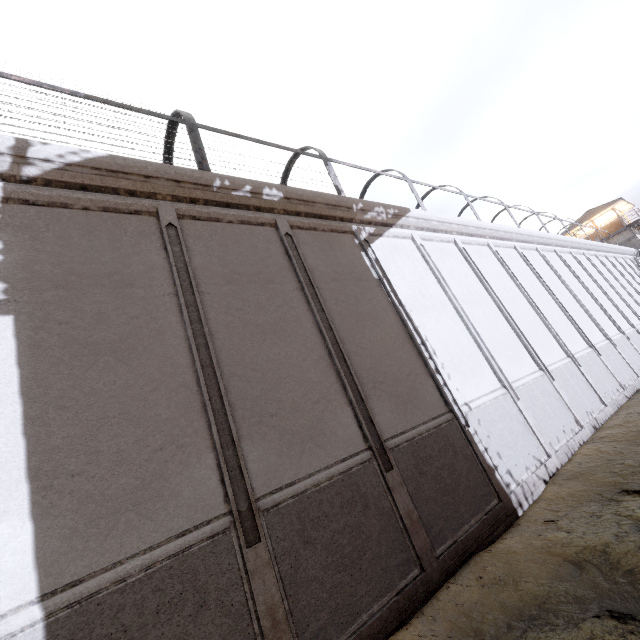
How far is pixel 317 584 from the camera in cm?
412

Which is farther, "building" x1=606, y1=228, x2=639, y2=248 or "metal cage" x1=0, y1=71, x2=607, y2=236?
"building" x1=606, y1=228, x2=639, y2=248

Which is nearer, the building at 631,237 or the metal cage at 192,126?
the metal cage at 192,126
